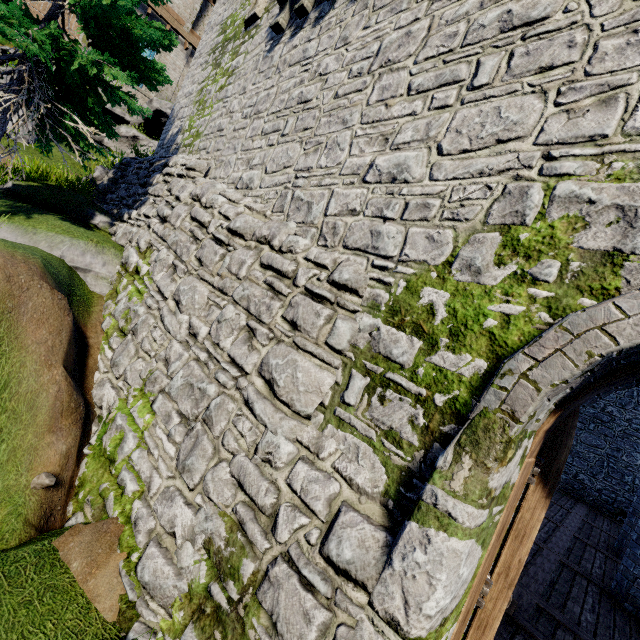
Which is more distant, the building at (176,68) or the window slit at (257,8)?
the building at (176,68)

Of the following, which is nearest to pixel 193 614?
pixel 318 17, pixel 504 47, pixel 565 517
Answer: pixel 504 47

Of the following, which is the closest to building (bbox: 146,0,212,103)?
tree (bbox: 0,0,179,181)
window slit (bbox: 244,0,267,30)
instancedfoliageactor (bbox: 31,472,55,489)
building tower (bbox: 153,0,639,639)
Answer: tree (bbox: 0,0,179,181)

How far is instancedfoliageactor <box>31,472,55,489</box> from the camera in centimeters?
408cm

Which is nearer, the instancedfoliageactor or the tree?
the instancedfoliageactor

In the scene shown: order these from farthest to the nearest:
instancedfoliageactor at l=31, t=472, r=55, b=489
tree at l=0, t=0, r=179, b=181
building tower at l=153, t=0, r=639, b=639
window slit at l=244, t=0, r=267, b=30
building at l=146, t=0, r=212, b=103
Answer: building at l=146, t=0, r=212, b=103 → window slit at l=244, t=0, r=267, b=30 → tree at l=0, t=0, r=179, b=181 → instancedfoliageactor at l=31, t=472, r=55, b=489 → building tower at l=153, t=0, r=639, b=639

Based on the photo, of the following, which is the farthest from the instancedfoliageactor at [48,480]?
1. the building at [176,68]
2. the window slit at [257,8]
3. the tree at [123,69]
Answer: the building at [176,68]

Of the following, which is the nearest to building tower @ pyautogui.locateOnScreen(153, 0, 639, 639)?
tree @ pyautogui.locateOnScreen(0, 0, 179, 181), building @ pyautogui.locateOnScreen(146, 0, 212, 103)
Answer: tree @ pyautogui.locateOnScreen(0, 0, 179, 181)
